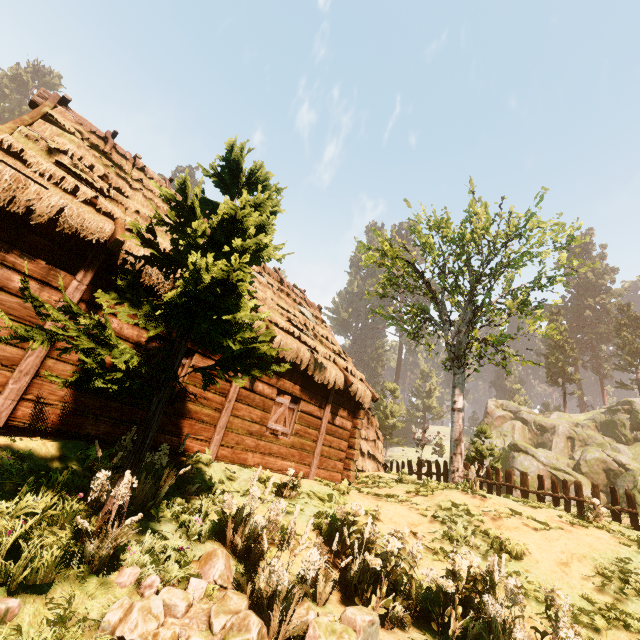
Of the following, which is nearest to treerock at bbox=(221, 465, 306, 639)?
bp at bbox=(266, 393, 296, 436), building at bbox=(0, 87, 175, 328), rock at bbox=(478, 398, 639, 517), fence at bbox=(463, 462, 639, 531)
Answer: building at bbox=(0, 87, 175, 328)

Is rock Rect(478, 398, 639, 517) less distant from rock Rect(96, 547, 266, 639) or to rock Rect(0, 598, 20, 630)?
rock Rect(96, 547, 266, 639)

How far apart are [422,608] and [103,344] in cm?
608

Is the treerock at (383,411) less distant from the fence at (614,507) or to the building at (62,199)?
the building at (62,199)

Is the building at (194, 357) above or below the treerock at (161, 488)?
above

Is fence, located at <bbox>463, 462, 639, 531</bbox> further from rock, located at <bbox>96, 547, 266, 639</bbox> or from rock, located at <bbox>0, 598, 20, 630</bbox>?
rock, located at <bbox>0, 598, 20, 630</bbox>

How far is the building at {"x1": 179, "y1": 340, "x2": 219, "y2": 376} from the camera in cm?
740
